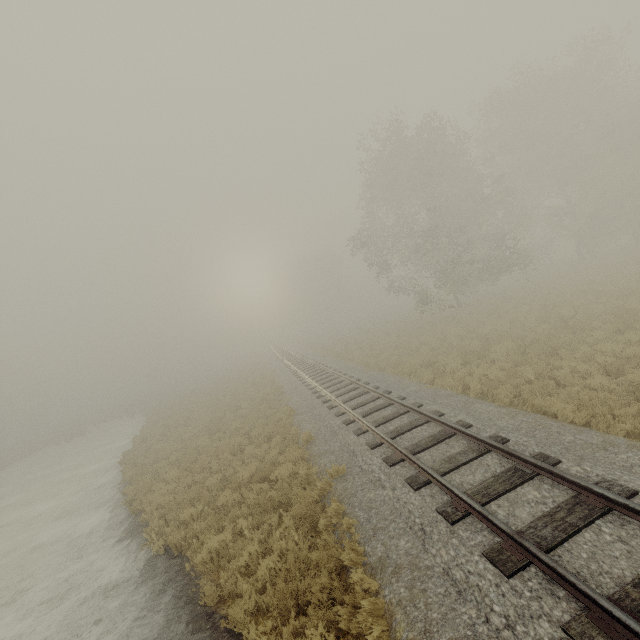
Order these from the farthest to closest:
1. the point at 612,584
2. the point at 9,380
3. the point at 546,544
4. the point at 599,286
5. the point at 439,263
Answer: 1. the point at 9,380
2. the point at 439,263
3. the point at 599,286
4. the point at 546,544
5. the point at 612,584
